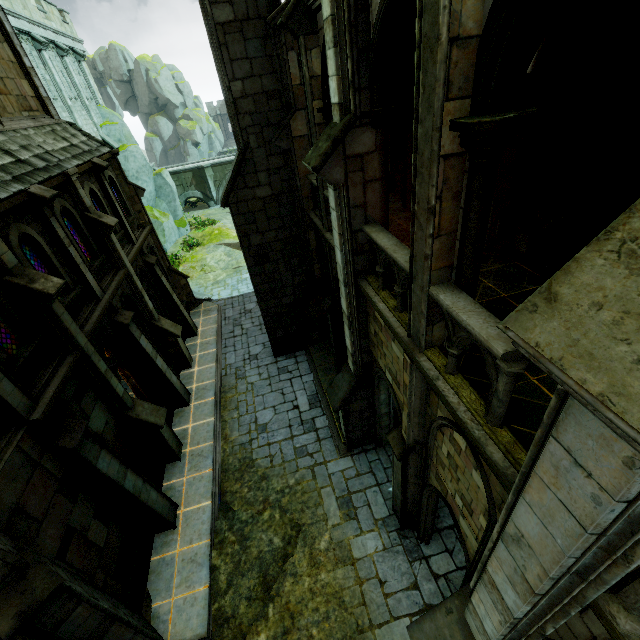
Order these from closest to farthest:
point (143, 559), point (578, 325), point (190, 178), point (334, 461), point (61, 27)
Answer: point (578, 325)
point (143, 559)
point (334, 461)
point (61, 27)
point (190, 178)

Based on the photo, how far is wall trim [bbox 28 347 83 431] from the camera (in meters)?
6.64

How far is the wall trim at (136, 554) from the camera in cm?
797

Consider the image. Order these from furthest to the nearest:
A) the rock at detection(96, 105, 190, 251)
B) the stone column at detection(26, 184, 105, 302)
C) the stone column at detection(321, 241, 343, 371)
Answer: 1. the rock at detection(96, 105, 190, 251)
2. the stone column at detection(321, 241, 343, 371)
3. the stone column at detection(26, 184, 105, 302)

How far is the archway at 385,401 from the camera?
7.69m

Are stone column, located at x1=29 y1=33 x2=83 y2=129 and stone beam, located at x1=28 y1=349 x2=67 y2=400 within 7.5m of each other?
no

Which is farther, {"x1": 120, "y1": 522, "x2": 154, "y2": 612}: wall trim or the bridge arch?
the bridge arch

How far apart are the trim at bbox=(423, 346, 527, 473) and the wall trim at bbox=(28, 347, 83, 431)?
7.7 meters
